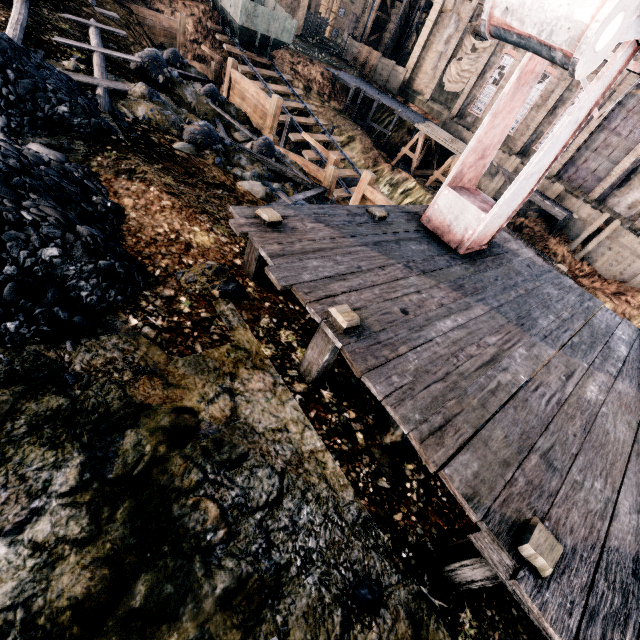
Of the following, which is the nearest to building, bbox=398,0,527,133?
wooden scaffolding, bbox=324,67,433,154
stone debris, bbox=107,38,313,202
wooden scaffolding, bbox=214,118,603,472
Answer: wooden scaffolding, bbox=324,67,433,154

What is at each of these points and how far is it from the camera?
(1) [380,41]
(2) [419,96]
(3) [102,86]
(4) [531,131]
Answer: (1) building, 46.38m
(2) building, 41.09m
(3) wooden scaffolding, 9.45m
(4) building, 33.22m

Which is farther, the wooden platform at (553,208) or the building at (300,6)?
the building at (300,6)

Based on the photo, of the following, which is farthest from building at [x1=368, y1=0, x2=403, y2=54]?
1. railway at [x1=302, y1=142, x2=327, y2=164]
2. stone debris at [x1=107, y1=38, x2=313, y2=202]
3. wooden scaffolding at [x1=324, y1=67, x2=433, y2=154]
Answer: stone debris at [x1=107, y1=38, x2=313, y2=202]

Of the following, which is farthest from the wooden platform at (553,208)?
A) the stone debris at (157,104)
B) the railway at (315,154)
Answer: the stone debris at (157,104)

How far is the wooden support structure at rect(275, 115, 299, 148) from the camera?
24.69m

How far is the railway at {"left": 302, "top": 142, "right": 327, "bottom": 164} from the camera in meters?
23.7 m

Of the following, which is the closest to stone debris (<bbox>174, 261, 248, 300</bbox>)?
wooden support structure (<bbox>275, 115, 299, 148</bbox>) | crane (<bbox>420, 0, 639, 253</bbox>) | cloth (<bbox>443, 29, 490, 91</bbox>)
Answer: crane (<bbox>420, 0, 639, 253</bbox>)
